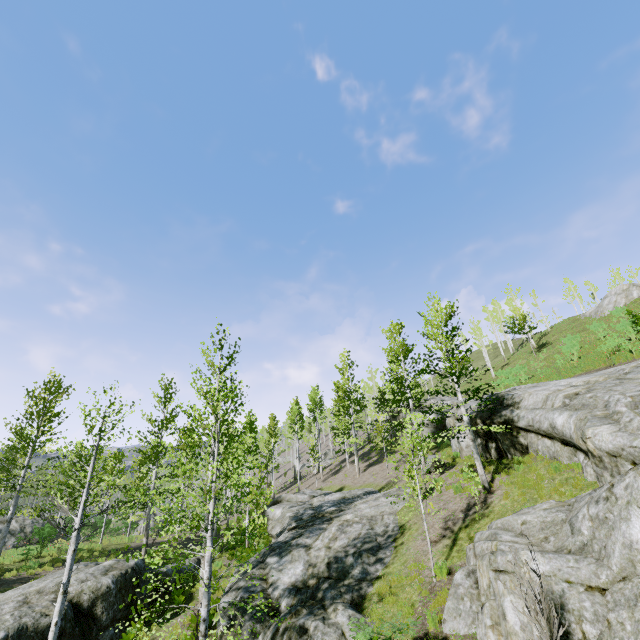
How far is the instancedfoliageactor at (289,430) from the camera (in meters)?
13.16

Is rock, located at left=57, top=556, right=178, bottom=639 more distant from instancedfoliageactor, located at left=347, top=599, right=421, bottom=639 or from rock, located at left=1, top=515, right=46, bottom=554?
rock, located at left=1, top=515, right=46, bottom=554

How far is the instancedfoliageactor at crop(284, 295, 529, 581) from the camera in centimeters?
1316cm

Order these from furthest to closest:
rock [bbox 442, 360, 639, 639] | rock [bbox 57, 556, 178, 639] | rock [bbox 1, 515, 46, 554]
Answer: rock [bbox 1, 515, 46, 554], rock [bbox 57, 556, 178, 639], rock [bbox 442, 360, 639, 639]

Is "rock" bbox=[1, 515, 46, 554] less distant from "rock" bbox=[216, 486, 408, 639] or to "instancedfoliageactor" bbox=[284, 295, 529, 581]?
"instancedfoliageactor" bbox=[284, 295, 529, 581]

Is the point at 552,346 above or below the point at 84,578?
above

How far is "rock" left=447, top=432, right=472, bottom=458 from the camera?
18.28m

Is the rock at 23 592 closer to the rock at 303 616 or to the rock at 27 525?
the rock at 303 616
